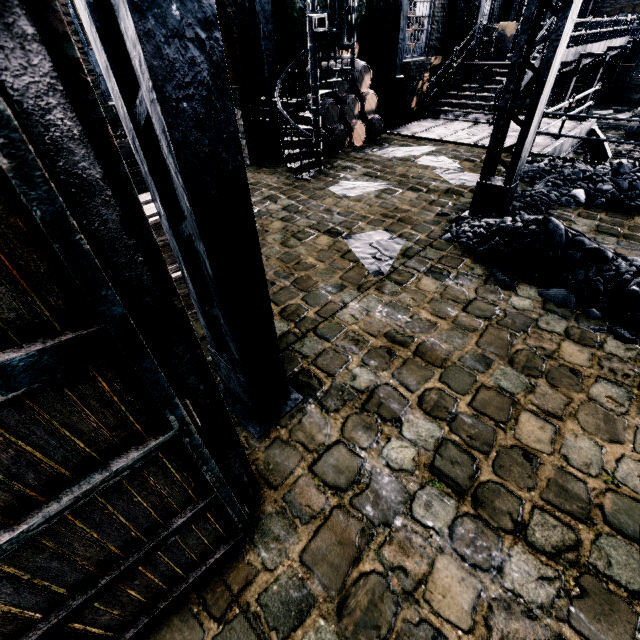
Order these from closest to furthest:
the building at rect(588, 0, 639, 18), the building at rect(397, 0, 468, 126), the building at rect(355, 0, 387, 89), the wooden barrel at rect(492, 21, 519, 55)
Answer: the building at rect(355, 0, 387, 89) < the building at rect(397, 0, 468, 126) < the wooden barrel at rect(492, 21, 519, 55) < the building at rect(588, 0, 639, 18)

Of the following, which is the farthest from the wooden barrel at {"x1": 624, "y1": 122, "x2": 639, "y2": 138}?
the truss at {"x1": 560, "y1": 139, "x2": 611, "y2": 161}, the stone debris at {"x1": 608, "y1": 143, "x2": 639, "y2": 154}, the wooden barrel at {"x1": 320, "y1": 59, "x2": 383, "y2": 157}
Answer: the wooden barrel at {"x1": 320, "y1": 59, "x2": 383, "y2": 157}

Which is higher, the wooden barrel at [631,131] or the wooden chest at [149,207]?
the wooden chest at [149,207]

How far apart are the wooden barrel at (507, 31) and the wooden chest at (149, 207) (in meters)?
17.89

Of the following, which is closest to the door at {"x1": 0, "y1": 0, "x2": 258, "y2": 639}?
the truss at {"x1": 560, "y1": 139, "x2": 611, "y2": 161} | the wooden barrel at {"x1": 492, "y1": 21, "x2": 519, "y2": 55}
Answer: the truss at {"x1": 560, "y1": 139, "x2": 611, "y2": 161}

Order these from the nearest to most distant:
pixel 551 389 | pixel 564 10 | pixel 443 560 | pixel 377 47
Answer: pixel 443 560, pixel 551 389, pixel 564 10, pixel 377 47

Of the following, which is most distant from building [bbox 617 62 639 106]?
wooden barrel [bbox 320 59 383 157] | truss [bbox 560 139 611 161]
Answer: truss [bbox 560 139 611 161]

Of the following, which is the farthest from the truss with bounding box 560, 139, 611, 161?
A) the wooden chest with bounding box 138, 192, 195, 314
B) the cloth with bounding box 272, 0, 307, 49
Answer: the wooden chest with bounding box 138, 192, 195, 314
